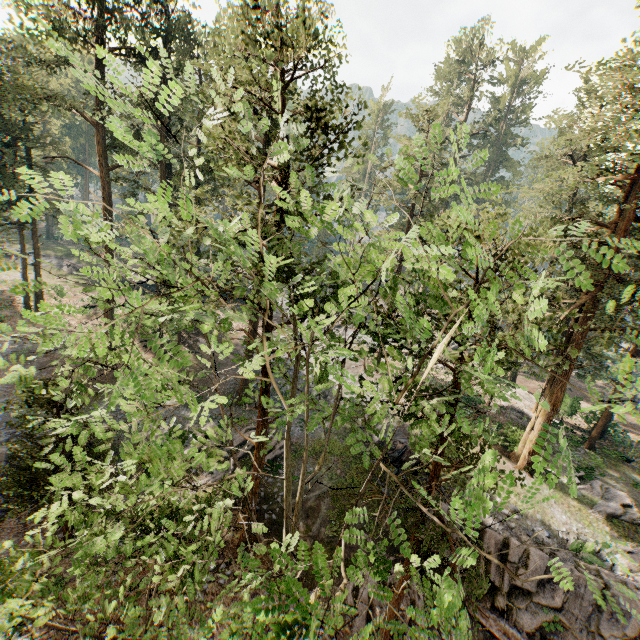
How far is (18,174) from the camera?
26.6m

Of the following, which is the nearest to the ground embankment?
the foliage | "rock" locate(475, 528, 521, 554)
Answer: "rock" locate(475, 528, 521, 554)

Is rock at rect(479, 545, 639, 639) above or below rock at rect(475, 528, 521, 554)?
below

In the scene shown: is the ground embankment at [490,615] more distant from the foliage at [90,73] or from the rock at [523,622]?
the foliage at [90,73]

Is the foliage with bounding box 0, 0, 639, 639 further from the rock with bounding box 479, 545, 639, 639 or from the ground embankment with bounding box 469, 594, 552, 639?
the ground embankment with bounding box 469, 594, 552, 639

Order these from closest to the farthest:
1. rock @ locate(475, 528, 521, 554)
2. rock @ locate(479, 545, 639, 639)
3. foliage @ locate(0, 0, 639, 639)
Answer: foliage @ locate(0, 0, 639, 639) < rock @ locate(479, 545, 639, 639) < rock @ locate(475, 528, 521, 554)

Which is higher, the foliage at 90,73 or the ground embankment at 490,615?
the foliage at 90,73

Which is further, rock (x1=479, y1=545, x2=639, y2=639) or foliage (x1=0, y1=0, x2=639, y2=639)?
rock (x1=479, y1=545, x2=639, y2=639)
